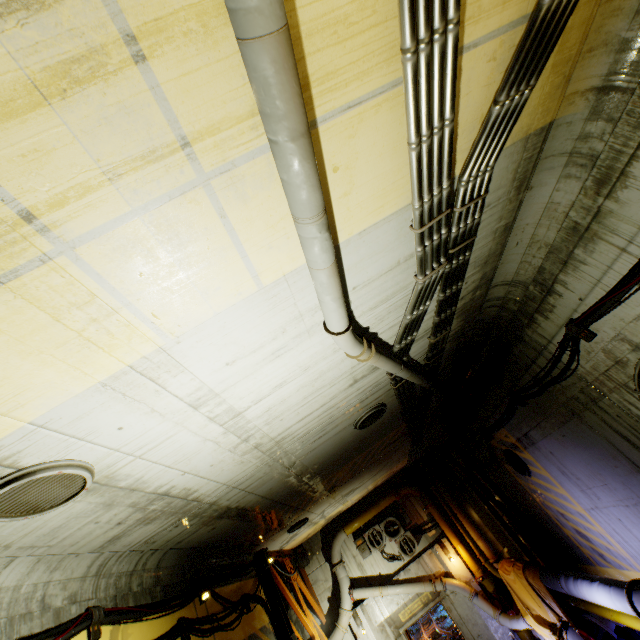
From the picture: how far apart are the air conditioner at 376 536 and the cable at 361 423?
9.82m

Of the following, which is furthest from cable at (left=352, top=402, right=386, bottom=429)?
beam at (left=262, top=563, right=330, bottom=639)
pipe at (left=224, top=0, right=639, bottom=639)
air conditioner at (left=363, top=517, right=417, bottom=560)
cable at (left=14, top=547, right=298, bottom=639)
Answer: air conditioner at (left=363, top=517, right=417, bottom=560)

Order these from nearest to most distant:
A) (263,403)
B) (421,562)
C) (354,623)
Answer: (263,403) → (354,623) → (421,562)

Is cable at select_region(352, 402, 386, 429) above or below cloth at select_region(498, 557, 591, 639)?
above

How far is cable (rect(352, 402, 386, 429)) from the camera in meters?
6.6

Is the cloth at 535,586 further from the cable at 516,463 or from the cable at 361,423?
the cable at 361,423

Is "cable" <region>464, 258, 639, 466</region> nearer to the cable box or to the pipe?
the pipe

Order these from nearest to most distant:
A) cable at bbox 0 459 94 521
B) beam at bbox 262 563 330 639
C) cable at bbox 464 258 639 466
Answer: cable at bbox 0 459 94 521
cable at bbox 464 258 639 466
beam at bbox 262 563 330 639
